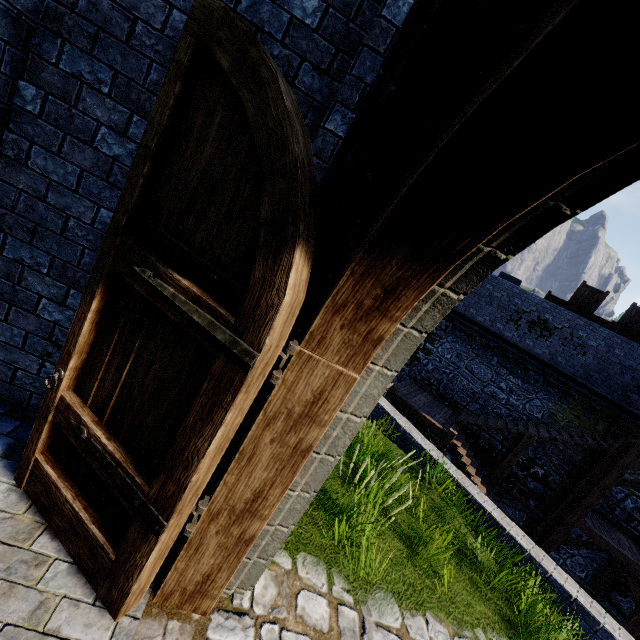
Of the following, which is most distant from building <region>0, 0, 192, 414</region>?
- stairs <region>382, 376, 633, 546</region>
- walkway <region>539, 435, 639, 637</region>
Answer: walkway <region>539, 435, 639, 637</region>

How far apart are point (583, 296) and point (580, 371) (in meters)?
3.76

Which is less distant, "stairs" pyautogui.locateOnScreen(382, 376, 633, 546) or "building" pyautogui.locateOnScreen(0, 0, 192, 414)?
"building" pyautogui.locateOnScreen(0, 0, 192, 414)

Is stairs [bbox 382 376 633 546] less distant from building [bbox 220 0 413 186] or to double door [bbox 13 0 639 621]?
building [bbox 220 0 413 186]

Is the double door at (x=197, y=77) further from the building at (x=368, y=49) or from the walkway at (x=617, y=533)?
the walkway at (x=617, y=533)

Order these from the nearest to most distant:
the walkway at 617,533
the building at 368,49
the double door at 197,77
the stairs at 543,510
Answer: the double door at 197,77 < the building at 368,49 < the walkway at 617,533 < the stairs at 543,510

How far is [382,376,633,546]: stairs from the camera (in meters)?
12.25
